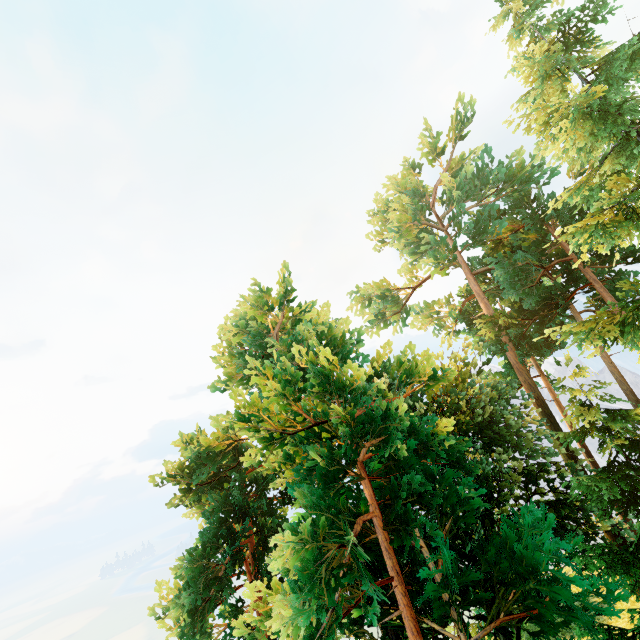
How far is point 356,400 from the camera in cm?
866
